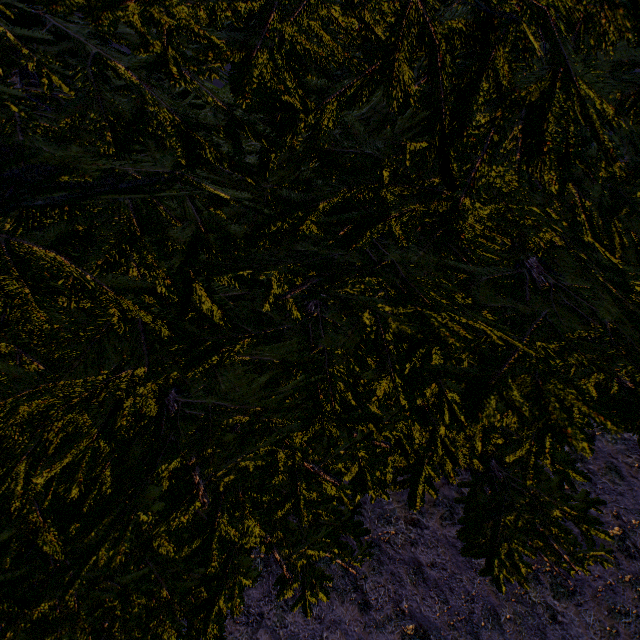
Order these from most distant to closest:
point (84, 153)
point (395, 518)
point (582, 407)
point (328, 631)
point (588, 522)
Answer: point (395, 518)
point (328, 631)
point (588, 522)
point (84, 153)
point (582, 407)
